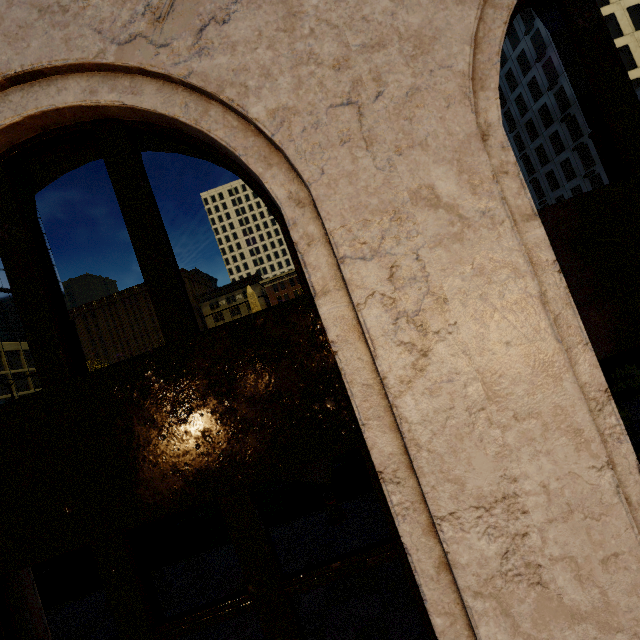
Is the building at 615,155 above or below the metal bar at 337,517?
above

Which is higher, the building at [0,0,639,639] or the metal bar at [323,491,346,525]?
the building at [0,0,639,639]

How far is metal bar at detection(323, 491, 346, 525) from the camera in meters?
6.7 m

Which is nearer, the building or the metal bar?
the building

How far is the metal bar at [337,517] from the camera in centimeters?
669cm

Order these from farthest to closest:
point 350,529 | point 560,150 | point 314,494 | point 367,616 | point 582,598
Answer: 1. point 560,150
2. point 314,494
3. point 350,529
4. point 367,616
5. point 582,598
